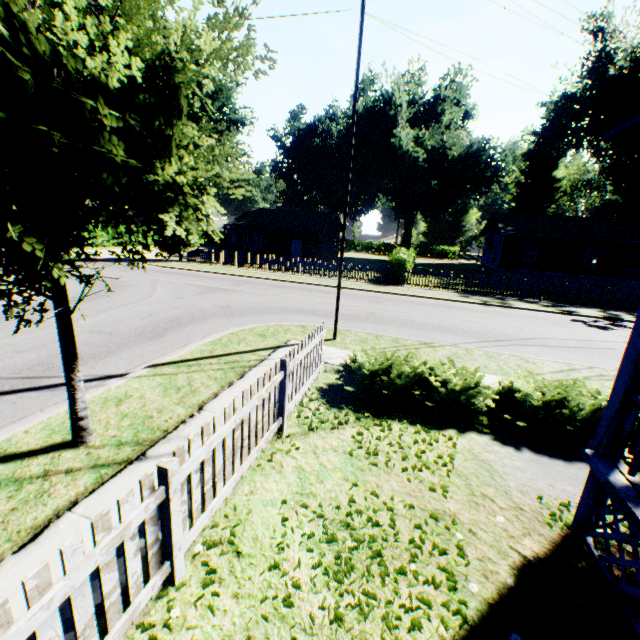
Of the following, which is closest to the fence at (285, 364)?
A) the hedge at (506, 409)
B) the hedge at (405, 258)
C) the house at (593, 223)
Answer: the hedge at (506, 409)

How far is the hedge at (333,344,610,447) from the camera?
5.48m

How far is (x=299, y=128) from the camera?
57.3 meters

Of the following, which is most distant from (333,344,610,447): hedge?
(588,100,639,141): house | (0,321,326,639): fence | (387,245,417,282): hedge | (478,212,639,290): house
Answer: (478,212,639,290): house

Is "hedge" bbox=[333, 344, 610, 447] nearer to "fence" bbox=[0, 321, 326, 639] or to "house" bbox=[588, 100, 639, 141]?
"fence" bbox=[0, 321, 326, 639]

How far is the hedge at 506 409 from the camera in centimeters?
548cm

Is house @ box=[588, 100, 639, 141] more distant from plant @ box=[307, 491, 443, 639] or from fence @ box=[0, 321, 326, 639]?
fence @ box=[0, 321, 326, 639]

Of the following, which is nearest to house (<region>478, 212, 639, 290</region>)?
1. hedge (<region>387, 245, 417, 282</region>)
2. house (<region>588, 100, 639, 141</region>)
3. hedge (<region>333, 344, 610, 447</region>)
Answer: hedge (<region>387, 245, 417, 282</region>)
